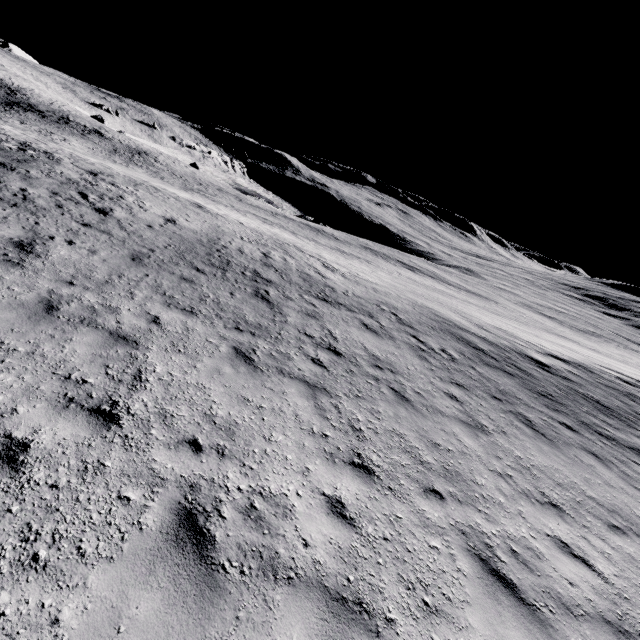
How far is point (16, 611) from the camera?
2.6 meters
